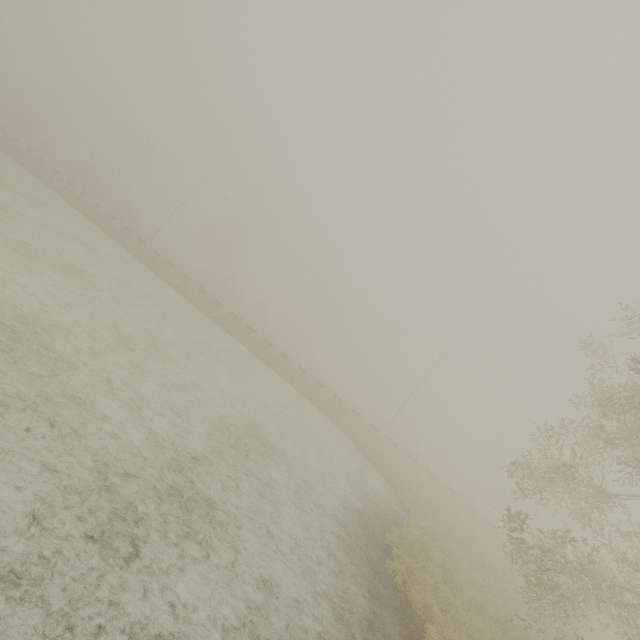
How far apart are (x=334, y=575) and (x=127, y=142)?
73.83m

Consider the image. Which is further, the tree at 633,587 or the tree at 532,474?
the tree at 532,474

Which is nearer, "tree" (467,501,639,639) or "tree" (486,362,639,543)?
"tree" (467,501,639,639)
